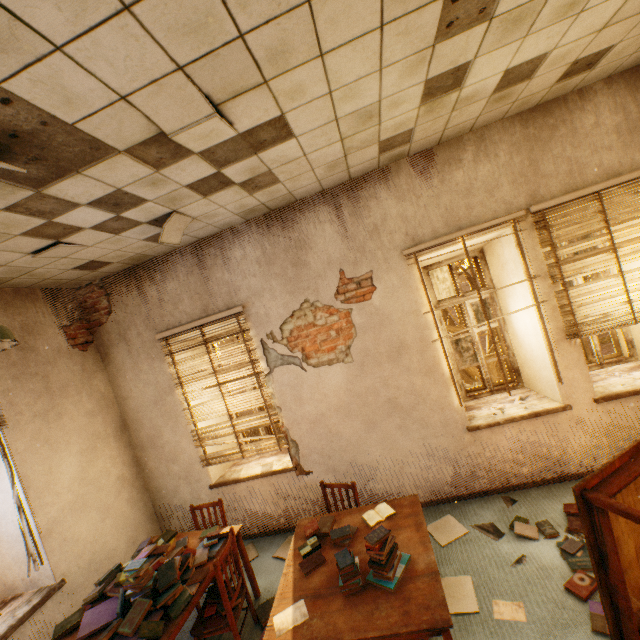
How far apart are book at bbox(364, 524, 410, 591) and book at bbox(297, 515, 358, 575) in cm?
18

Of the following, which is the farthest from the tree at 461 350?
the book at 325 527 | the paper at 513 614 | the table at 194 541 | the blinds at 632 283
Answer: the table at 194 541

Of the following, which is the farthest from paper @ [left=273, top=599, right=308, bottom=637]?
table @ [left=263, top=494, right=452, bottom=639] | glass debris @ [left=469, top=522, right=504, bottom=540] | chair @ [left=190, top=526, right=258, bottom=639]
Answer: glass debris @ [left=469, top=522, right=504, bottom=540]

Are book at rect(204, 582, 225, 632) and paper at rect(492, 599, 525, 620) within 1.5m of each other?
no

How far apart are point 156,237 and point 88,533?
3.47m

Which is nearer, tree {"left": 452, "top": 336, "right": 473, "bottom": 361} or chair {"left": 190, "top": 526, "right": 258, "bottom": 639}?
chair {"left": 190, "top": 526, "right": 258, "bottom": 639}

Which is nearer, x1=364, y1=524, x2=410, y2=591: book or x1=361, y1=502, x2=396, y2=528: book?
x1=364, y1=524, x2=410, y2=591: book

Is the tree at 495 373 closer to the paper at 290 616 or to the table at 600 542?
the table at 600 542
